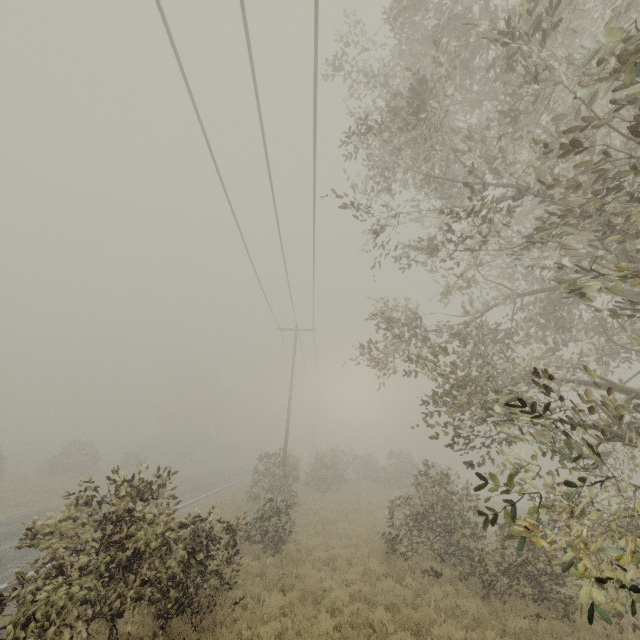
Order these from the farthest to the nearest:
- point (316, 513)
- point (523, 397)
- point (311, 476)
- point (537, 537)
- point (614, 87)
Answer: point (311, 476), point (316, 513), point (523, 397), point (614, 87), point (537, 537)
